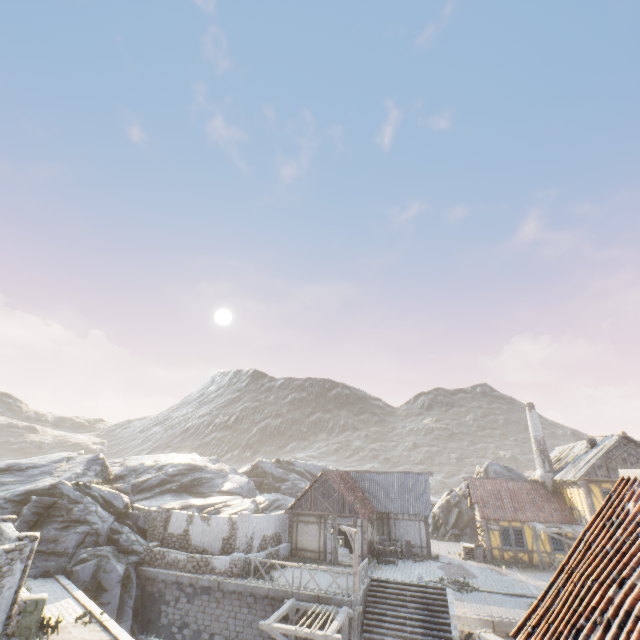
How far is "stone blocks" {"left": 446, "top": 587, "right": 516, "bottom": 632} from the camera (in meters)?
14.25

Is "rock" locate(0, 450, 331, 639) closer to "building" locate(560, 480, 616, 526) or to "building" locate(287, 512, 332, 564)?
"building" locate(287, 512, 332, 564)

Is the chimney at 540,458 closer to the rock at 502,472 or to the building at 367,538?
the rock at 502,472

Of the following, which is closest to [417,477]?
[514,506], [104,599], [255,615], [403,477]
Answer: [403,477]

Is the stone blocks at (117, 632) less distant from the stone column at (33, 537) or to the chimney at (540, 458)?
the stone column at (33, 537)

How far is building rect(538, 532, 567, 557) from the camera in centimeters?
2323cm

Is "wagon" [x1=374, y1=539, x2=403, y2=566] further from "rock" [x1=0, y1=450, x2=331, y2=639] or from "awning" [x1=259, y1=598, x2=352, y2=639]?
"rock" [x1=0, y1=450, x2=331, y2=639]

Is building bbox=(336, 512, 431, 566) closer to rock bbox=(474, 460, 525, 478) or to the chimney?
rock bbox=(474, 460, 525, 478)
